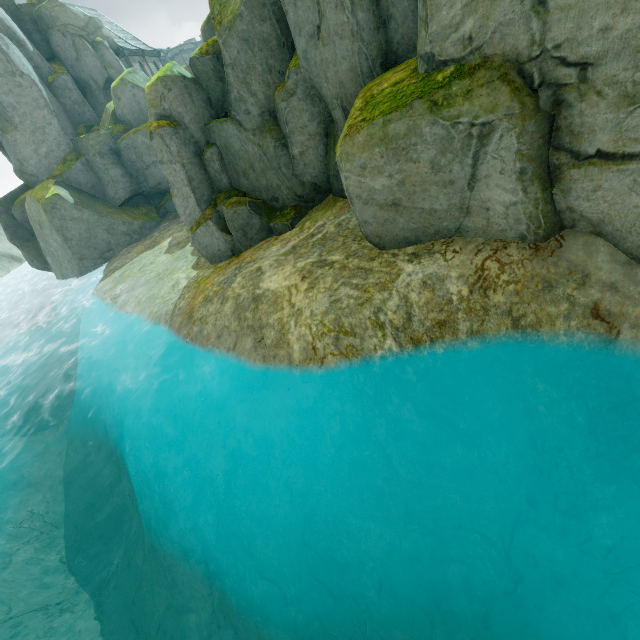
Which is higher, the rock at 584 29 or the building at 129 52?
the building at 129 52

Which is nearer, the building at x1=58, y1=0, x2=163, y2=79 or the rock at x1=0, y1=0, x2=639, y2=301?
the rock at x1=0, y1=0, x2=639, y2=301

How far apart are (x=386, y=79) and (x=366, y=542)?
9.2 meters

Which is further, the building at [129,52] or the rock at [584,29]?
the building at [129,52]

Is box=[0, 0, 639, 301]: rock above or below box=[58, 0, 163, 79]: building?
below
